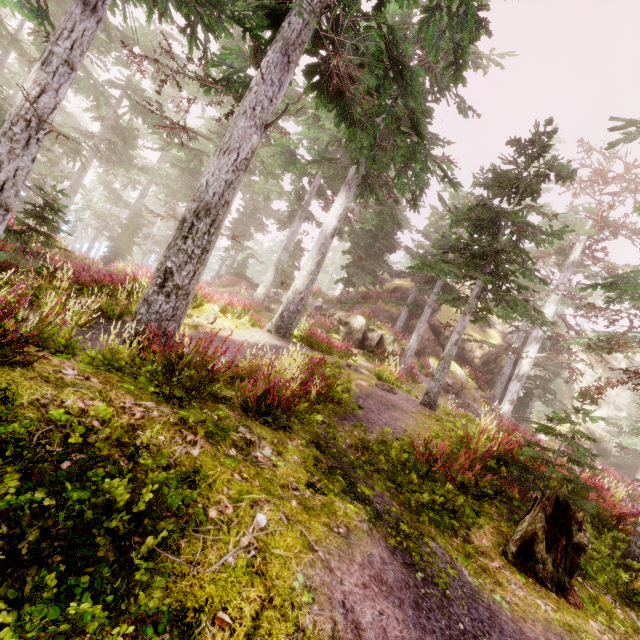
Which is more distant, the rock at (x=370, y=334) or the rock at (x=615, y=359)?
the rock at (x=615, y=359)

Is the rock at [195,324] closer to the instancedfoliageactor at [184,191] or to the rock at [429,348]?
the instancedfoliageactor at [184,191]

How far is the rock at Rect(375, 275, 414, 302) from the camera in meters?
31.2 m

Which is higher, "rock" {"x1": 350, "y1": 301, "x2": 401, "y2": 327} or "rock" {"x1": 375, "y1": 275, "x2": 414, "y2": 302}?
"rock" {"x1": 375, "y1": 275, "x2": 414, "y2": 302}

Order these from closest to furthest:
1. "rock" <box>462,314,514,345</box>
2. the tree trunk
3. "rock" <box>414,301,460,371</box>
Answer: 1. the tree trunk
2. "rock" <box>414,301,460,371</box>
3. "rock" <box>462,314,514,345</box>

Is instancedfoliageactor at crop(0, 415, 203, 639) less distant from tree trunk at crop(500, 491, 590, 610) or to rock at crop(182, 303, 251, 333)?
rock at crop(182, 303, 251, 333)

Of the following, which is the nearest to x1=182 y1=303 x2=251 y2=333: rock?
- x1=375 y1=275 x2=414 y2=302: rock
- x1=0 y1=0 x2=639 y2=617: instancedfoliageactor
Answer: x1=0 y1=0 x2=639 y2=617: instancedfoliageactor

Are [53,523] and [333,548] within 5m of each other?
yes
